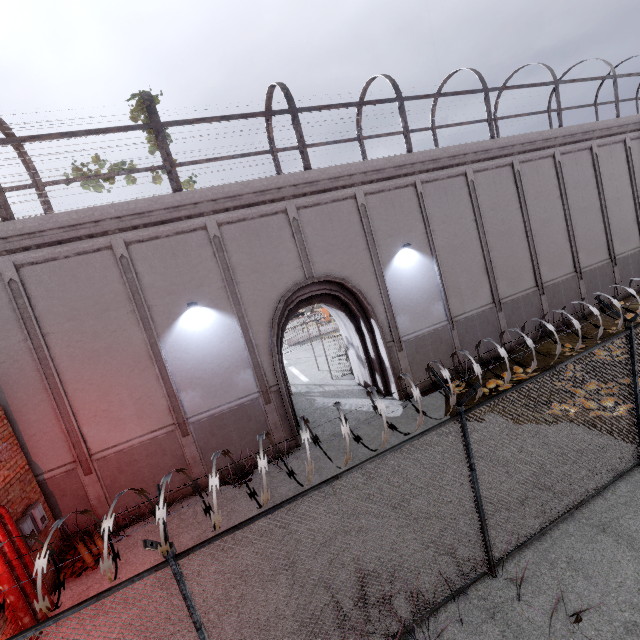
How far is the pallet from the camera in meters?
7.4 m

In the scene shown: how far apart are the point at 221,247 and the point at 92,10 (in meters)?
81.36

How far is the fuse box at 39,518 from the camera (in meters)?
6.84

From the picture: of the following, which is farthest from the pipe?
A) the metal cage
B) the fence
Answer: the metal cage

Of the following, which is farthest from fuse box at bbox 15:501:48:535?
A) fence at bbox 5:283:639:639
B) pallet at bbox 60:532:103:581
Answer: fence at bbox 5:283:639:639

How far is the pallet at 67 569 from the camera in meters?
7.4

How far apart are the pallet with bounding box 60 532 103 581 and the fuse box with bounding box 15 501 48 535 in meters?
1.0 m

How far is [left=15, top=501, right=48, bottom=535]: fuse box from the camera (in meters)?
6.84
